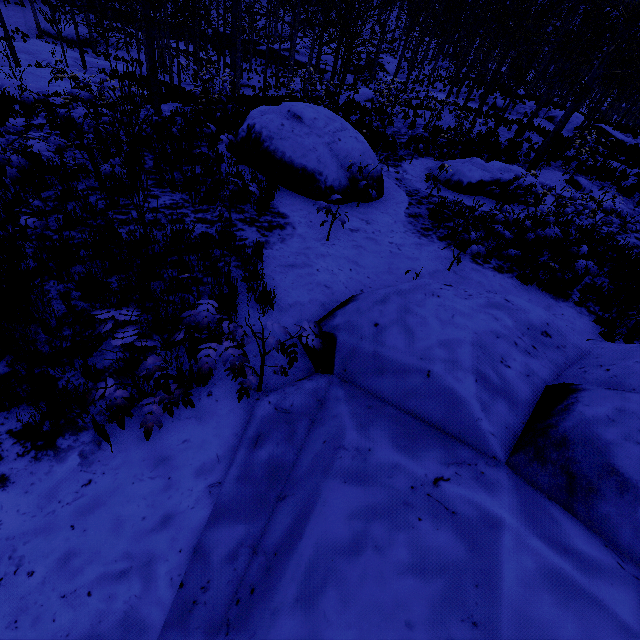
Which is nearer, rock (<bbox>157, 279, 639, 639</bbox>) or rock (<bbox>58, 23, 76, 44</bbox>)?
rock (<bbox>157, 279, 639, 639</bbox>)

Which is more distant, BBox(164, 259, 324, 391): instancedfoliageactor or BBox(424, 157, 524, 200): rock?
BBox(424, 157, 524, 200): rock

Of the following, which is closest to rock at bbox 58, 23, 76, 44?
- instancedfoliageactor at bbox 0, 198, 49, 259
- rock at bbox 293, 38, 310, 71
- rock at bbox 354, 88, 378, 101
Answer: rock at bbox 293, 38, 310, 71

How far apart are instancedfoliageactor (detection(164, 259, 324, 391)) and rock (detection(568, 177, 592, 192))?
14.8m

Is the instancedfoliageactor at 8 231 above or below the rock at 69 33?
above

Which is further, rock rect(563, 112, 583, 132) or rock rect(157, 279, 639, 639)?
rock rect(563, 112, 583, 132)

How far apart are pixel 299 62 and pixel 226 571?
46.52m

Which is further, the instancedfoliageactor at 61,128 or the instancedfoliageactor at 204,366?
the instancedfoliageactor at 61,128
